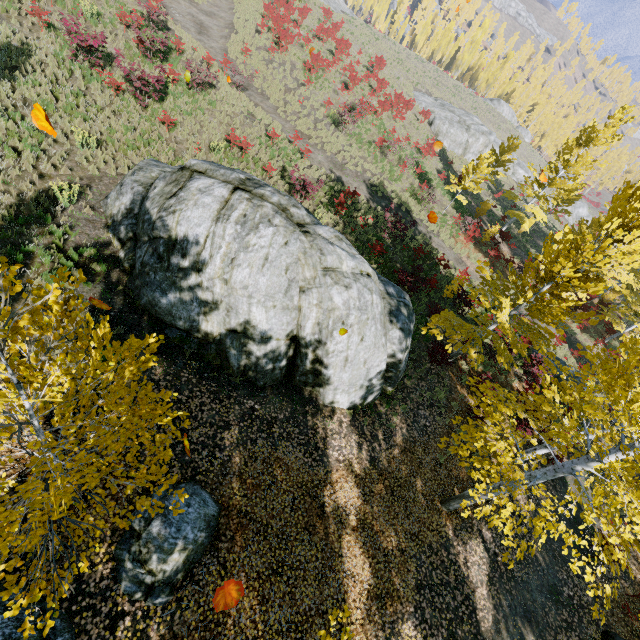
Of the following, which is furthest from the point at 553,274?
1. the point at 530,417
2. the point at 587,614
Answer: the point at 587,614

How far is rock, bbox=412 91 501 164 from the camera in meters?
36.8

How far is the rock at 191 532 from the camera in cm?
559

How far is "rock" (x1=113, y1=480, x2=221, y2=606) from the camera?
5.59m

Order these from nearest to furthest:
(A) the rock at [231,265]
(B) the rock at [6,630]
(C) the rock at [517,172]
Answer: (B) the rock at [6,630] < (A) the rock at [231,265] < (C) the rock at [517,172]

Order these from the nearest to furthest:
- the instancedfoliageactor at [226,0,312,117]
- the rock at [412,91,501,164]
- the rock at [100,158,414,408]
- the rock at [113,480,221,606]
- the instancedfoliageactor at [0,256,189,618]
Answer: the instancedfoliageactor at [0,256,189,618], the rock at [113,480,221,606], the rock at [100,158,414,408], the instancedfoliageactor at [226,0,312,117], the rock at [412,91,501,164]

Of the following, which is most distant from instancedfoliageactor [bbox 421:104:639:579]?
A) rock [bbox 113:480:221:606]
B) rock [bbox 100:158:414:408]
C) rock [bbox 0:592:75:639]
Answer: rock [bbox 113:480:221:606]
